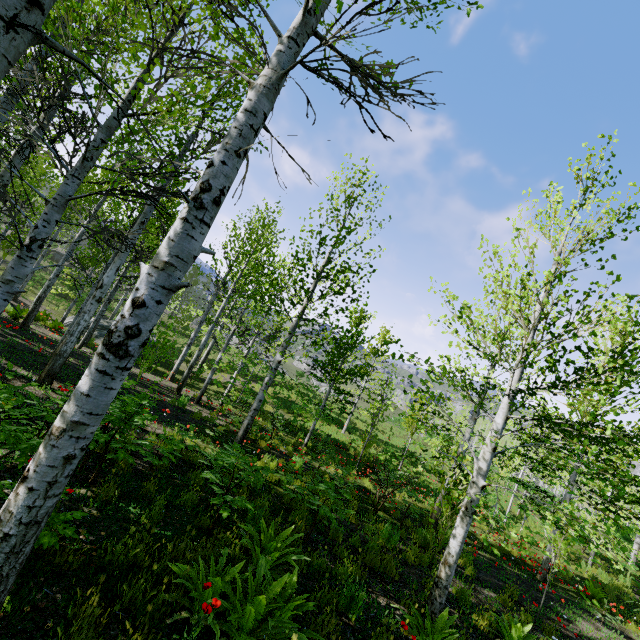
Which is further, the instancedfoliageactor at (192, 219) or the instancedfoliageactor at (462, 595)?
the instancedfoliageactor at (462, 595)

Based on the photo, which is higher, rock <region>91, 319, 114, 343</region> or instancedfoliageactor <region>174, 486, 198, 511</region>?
instancedfoliageactor <region>174, 486, 198, 511</region>

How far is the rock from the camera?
18.6m

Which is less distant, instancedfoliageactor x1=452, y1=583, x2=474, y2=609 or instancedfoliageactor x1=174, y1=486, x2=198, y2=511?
instancedfoliageactor x1=174, y1=486, x2=198, y2=511

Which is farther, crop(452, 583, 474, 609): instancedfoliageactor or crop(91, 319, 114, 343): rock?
crop(91, 319, 114, 343): rock

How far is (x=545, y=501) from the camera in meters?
31.5 m

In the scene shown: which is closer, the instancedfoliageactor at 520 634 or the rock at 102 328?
the instancedfoliageactor at 520 634

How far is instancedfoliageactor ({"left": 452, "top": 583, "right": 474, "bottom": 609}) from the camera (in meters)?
→ 6.00
